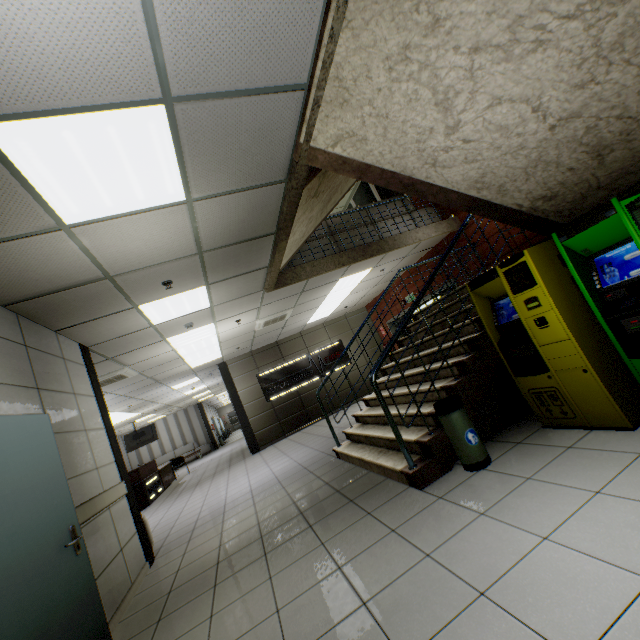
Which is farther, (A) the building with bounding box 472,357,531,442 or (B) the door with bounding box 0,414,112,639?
(A) the building with bounding box 472,357,531,442

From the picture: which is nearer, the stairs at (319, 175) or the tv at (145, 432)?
the stairs at (319, 175)

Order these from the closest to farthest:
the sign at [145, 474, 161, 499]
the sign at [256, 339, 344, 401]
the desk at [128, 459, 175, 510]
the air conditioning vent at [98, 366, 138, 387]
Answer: the air conditioning vent at [98, 366, 138, 387]
the desk at [128, 459, 175, 510]
the sign at [145, 474, 161, 499]
the sign at [256, 339, 344, 401]

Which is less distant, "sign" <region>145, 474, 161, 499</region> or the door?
the door

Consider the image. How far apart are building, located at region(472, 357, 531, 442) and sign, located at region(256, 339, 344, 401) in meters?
8.5 m

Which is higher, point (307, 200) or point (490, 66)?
point (307, 200)

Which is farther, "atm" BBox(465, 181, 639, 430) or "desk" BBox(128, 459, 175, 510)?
"desk" BBox(128, 459, 175, 510)

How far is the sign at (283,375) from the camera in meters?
11.4
